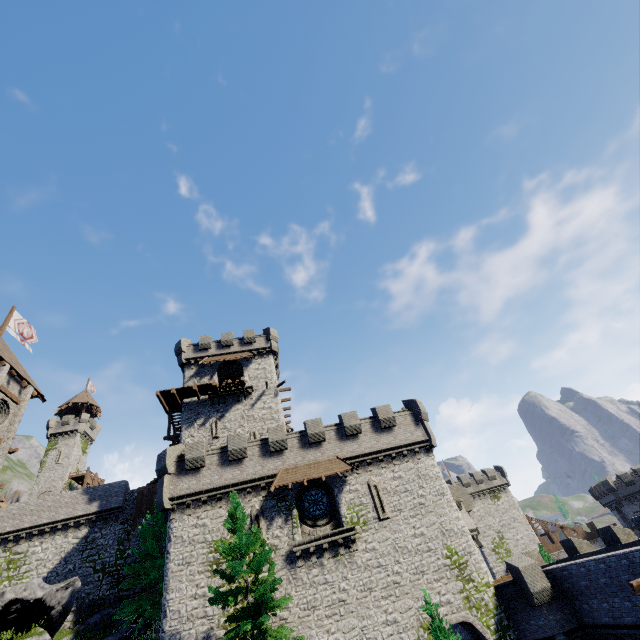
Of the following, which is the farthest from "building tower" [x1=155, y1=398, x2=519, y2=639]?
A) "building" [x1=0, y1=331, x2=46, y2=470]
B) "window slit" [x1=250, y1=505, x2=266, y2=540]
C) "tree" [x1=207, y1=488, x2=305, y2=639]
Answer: "building" [x1=0, y1=331, x2=46, y2=470]

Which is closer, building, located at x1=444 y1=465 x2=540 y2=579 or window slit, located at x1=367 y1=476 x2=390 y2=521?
window slit, located at x1=367 y1=476 x2=390 y2=521

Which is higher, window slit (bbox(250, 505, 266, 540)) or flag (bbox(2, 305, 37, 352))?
flag (bbox(2, 305, 37, 352))

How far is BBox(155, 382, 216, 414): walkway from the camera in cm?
3133

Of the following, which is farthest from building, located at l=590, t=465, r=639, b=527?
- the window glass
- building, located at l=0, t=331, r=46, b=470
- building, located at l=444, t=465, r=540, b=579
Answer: building, located at l=0, t=331, r=46, b=470

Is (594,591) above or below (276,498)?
below

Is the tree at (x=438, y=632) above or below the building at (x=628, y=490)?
below

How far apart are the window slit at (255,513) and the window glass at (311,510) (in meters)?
2.64
